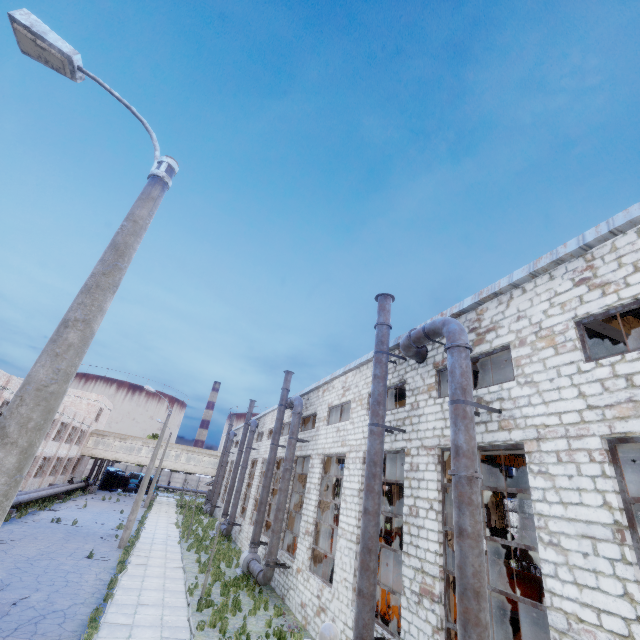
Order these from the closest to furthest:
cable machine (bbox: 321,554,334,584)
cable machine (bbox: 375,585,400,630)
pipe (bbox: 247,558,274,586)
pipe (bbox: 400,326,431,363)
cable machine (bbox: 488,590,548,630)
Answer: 1. pipe (bbox: 400,326,431,363)
2. cable machine (bbox: 375,585,400,630)
3. pipe (bbox: 247,558,274,586)
4. cable machine (bbox: 488,590,548,630)
5. cable machine (bbox: 321,554,334,584)

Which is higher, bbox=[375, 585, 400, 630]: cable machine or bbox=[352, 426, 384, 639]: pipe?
bbox=[352, 426, 384, 639]: pipe

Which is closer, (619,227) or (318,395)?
(619,227)

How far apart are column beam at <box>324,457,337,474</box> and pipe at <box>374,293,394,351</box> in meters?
7.3

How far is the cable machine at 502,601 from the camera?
17.3 meters

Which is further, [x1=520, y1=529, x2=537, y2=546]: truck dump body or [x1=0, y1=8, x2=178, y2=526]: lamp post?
[x1=520, y1=529, x2=537, y2=546]: truck dump body

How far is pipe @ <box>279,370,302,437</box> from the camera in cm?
1966

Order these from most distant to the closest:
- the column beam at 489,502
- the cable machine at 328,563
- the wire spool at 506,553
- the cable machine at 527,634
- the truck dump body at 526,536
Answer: the truck dump body at 526,536
the column beam at 489,502
the cable machine at 328,563
the wire spool at 506,553
the cable machine at 527,634
